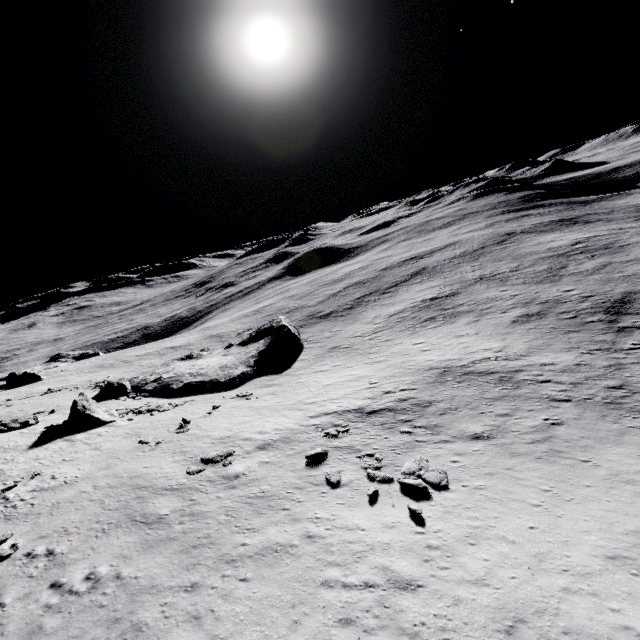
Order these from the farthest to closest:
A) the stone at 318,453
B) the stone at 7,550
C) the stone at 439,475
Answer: the stone at 318,453, the stone at 439,475, the stone at 7,550

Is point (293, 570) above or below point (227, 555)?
below

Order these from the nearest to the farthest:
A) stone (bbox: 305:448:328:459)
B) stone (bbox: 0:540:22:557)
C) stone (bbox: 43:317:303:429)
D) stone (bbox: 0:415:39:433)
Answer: stone (bbox: 0:540:22:557), stone (bbox: 305:448:328:459), stone (bbox: 0:415:39:433), stone (bbox: 43:317:303:429)

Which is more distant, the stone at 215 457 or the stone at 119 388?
the stone at 119 388

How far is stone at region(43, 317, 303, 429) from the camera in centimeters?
2786cm

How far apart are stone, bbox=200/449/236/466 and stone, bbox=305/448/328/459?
4.3 meters

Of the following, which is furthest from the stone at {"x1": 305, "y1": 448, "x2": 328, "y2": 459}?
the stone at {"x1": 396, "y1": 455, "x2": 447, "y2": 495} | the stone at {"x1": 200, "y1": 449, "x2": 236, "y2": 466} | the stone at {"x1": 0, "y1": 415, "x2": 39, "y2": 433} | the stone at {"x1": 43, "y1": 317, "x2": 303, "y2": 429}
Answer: the stone at {"x1": 0, "y1": 415, "x2": 39, "y2": 433}

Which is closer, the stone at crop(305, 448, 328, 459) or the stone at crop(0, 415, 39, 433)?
the stone at crop(305, 448, 328, 459)
